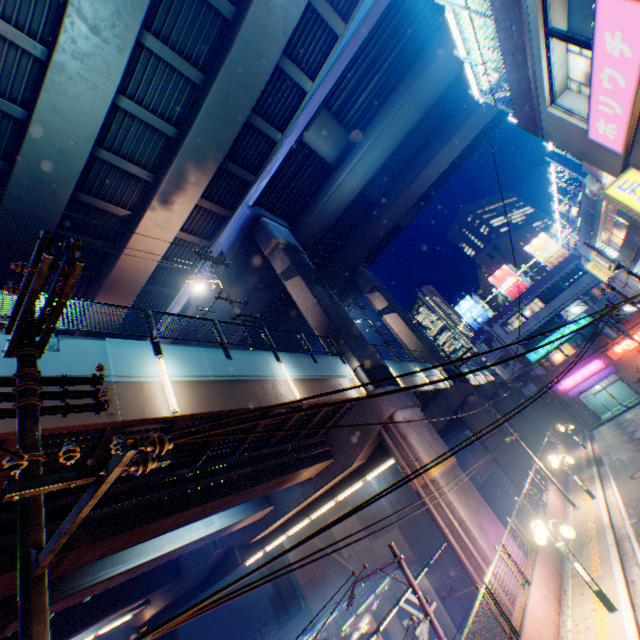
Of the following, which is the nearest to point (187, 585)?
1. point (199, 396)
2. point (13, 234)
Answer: point (199, 396)

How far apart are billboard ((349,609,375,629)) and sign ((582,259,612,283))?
31.5 meters

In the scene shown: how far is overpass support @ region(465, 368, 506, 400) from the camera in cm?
3691

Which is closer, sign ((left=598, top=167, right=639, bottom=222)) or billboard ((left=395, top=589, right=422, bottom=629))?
sign ((left=598, top=167, right=639, bottom=222))

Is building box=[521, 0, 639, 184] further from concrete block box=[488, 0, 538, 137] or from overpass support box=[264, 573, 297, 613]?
overpass support box=[264, 573, 297, 613]

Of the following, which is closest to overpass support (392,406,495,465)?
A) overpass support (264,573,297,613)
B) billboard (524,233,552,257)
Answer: overpass support (264,573,297,613)

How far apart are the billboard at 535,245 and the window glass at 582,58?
38.1 meters

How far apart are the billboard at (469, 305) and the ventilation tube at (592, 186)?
28.21m
